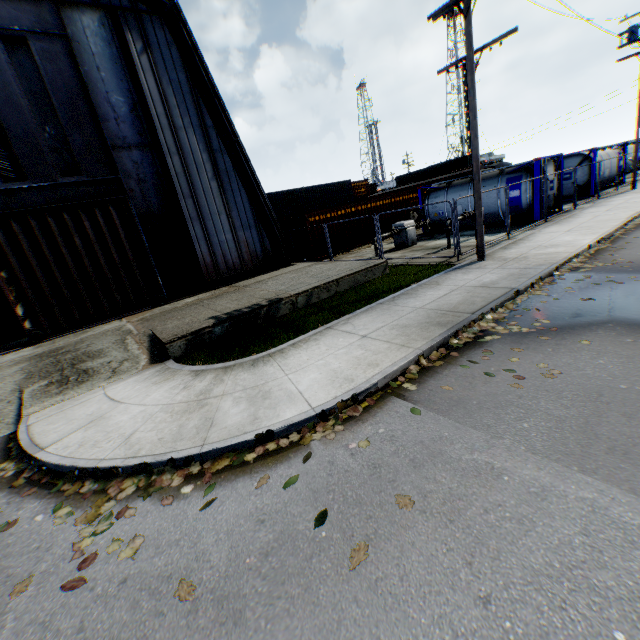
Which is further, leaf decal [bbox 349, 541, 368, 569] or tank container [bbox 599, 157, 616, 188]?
tank container [bbox 599, 157, 616, 188]

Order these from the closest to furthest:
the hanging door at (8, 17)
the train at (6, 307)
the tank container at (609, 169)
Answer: the hanging door at (8, 17), the train at (6, 307), the tank container at (609, 169)

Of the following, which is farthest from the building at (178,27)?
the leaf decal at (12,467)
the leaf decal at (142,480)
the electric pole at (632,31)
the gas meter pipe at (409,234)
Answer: the electric pole at (632,31)

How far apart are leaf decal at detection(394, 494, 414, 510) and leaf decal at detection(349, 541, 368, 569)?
0.5 meters

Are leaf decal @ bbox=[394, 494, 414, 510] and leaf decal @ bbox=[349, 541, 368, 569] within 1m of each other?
yes

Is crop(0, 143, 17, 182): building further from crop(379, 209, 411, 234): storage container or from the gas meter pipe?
the gas meter pipe

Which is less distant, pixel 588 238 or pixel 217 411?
pixel 217 411

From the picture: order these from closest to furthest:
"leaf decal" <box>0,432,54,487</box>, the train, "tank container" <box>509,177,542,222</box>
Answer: "leaf decal" <box>0,432,54,487</box>, the train, "tank container" <box>509,177,542,222</box>
